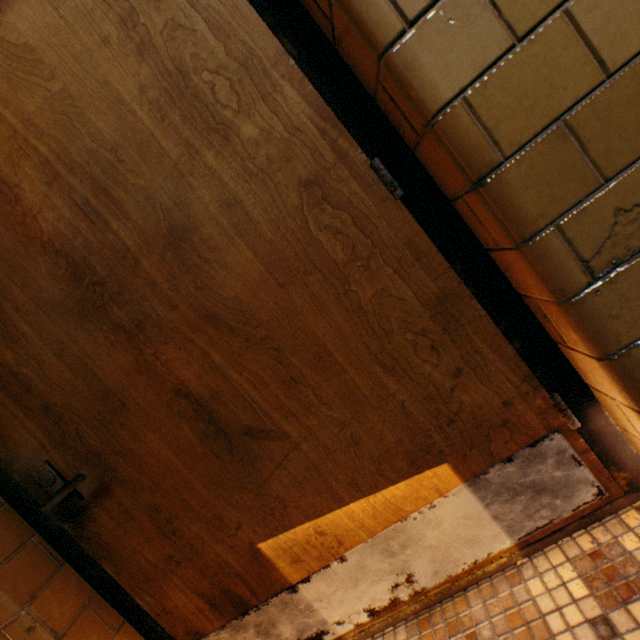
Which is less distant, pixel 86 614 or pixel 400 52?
pixel 400 52
